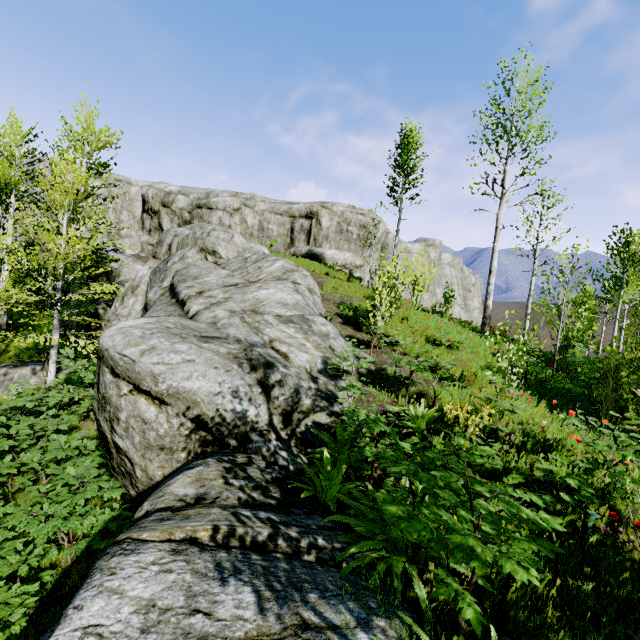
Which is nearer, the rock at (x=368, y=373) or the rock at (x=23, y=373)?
the rock at (x=368, y=373)

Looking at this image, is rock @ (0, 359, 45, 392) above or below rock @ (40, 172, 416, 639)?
below

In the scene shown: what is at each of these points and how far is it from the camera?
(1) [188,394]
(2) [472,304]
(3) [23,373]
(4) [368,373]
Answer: (1) rock, 5.4 meters
(2) rock, 42.2 meters
(3) rock, 11.9 meters
(4) rock, 7.8 meters

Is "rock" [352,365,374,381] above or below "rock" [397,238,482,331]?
below

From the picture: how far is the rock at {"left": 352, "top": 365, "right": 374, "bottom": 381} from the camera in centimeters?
731cm

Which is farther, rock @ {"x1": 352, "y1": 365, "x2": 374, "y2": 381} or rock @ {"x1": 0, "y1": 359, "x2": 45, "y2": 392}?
rock @ {"x1": 0, "y1": 359, "x2": 45, "y2": 392}

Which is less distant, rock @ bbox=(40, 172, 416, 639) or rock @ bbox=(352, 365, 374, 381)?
rock @ bbox=(40, 172, 416, 639)

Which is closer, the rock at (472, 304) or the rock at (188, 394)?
the rock at (188, 394)
